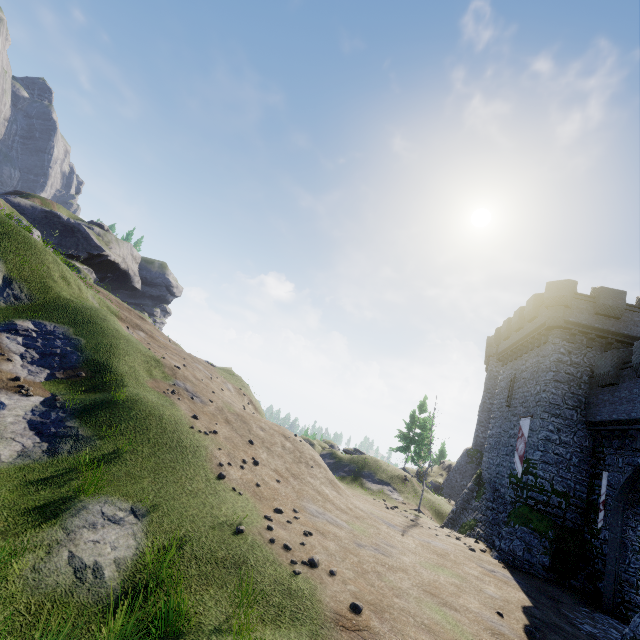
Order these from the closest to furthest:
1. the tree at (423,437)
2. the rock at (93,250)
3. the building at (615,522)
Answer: the building at (615,522) < the tree at (423,437) < the rock at (93,250)

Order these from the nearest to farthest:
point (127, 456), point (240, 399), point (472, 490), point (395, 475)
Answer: point (127, 456) < point (240, 399) < point (472, 490) < point (395, 475)

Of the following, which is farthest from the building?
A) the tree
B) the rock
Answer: the rock

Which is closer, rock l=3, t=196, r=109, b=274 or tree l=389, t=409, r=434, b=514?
tree l=389, t=409, r=434, b=514

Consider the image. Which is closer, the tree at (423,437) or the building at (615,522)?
the building at (615,522)

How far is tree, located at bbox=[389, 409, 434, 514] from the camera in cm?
2486

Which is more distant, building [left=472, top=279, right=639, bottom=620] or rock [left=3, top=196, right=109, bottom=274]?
rock [left=3, top=196, right=109, bottom=274]
